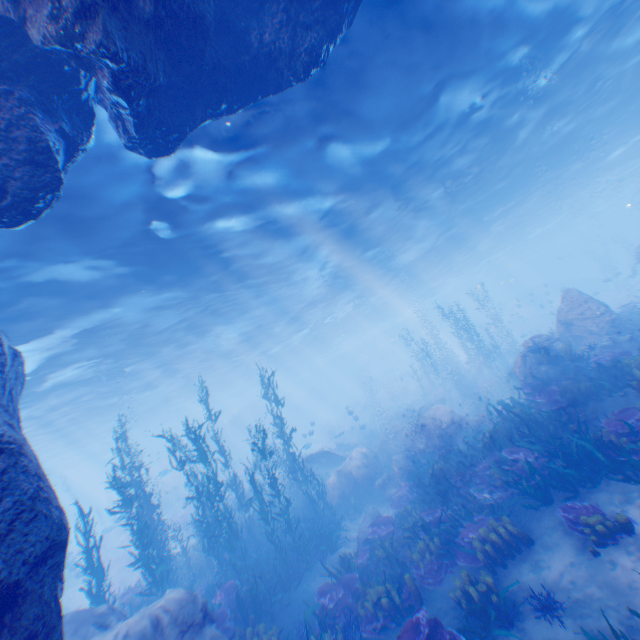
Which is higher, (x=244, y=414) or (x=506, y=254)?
(x=506, y=254)

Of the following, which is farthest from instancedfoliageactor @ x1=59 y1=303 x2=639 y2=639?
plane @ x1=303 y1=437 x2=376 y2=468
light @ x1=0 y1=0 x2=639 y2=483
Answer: light @ x1=0 y1=0 x2=639 y2=483

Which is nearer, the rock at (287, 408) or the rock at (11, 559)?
the rock at (11, 559)

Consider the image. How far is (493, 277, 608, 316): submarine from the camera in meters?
34.0

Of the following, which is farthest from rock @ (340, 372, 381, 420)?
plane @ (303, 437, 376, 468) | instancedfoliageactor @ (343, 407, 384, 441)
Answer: instancedfoliageactor @ (343, 407, 384, 441)

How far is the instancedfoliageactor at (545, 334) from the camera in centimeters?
1590cm

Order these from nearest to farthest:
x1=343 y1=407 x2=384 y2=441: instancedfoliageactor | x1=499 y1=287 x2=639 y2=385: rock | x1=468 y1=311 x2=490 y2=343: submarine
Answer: x1=499 y1=287 x2=639 y2=385: rock < x1=343 y1=407 x2=384 y2=441: instancedfoliageactor < x1=468 y1=311 x2=490 y2=343: submarine
